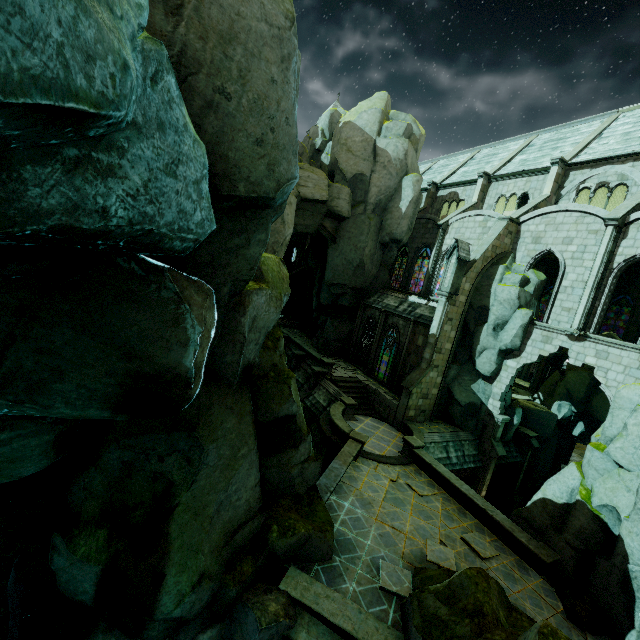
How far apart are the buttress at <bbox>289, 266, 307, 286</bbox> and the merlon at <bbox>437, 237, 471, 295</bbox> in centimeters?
2313cm

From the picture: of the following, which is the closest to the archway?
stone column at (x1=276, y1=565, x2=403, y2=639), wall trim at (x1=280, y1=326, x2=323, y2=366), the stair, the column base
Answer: wall trim at (x1=280, y1=326, x2=323, y2=366)

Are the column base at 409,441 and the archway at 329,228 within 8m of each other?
no

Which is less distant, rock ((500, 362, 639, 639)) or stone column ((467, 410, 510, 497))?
rock ((500, 362, 639, 639))

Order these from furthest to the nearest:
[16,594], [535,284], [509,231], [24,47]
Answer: [509,231]
[535,284]
[16,594]
[24,47]

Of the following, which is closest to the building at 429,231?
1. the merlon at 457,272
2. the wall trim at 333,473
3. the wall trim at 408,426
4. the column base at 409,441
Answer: the merlon at 457,272

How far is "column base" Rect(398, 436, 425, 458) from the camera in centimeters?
1798cm

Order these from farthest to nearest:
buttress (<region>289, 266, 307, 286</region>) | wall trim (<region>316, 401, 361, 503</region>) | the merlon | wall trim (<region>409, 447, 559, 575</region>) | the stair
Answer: buttress (<region>289, 266, 307, 286</region>), the stair, the merlon, wall trim (<region>316, 401, 361, 503</region>), wall trim (<region>409, 447, 559, 575</region>)
